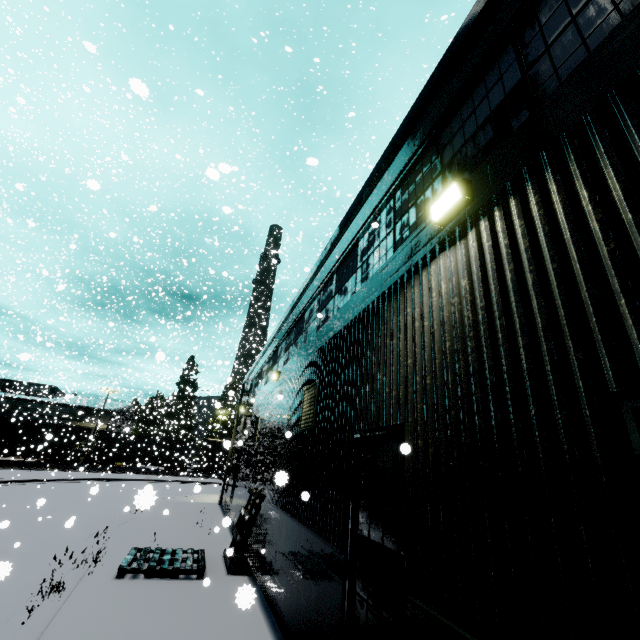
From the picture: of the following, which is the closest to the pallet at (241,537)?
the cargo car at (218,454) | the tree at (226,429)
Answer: the cargo car at (218,454)

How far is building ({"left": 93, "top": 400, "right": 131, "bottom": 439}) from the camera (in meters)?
41.88

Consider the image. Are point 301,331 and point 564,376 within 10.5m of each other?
yes

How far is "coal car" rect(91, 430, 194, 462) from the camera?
39.84m

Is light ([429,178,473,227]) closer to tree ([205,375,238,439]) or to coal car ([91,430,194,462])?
coal car ([91,430,194,462])

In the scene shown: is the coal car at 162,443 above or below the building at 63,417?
below

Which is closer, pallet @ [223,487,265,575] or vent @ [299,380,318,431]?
vent @ [299,380,318,431]

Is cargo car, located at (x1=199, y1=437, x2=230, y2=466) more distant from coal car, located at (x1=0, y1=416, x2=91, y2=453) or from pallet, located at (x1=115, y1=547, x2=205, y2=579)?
pallet, located at (x1=115, y1=547, x2=205, y2=579)
